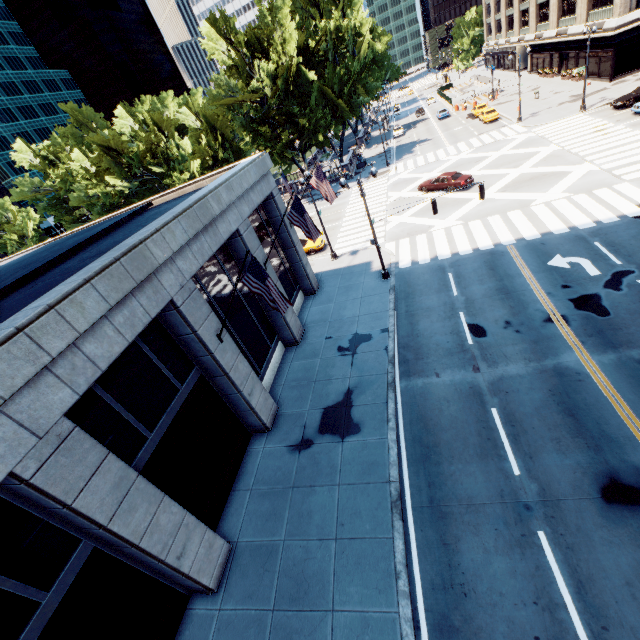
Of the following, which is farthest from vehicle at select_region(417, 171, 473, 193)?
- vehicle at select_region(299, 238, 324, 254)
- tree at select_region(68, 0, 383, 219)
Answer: tree at select_region(68, 0, 383, 219)

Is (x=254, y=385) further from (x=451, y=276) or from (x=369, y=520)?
(x=451, y=276)

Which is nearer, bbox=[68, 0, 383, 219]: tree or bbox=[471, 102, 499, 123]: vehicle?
bbox=[68, 0, 383, 219]: tree

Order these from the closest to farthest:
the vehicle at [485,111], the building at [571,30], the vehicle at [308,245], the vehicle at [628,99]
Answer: the vehicle at [628,99]
the vehicle at [308,245]
the building at [571,30]
the vehicle at [485,111]

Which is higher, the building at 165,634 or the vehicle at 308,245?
the building at 165,634

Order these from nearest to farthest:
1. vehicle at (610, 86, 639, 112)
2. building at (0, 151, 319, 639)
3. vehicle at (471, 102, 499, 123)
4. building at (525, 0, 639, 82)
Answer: building at (0, 151, 319, 639), vehicle at (610, 86, 639, 112), building at (525, 0, 639, 82), vehicle at (471, 102, 499, 123)

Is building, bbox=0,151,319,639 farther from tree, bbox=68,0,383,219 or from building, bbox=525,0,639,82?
building, bbox=525,0,639,82

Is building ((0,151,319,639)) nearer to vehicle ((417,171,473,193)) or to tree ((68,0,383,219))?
vehicle ((417,171,473,193))
